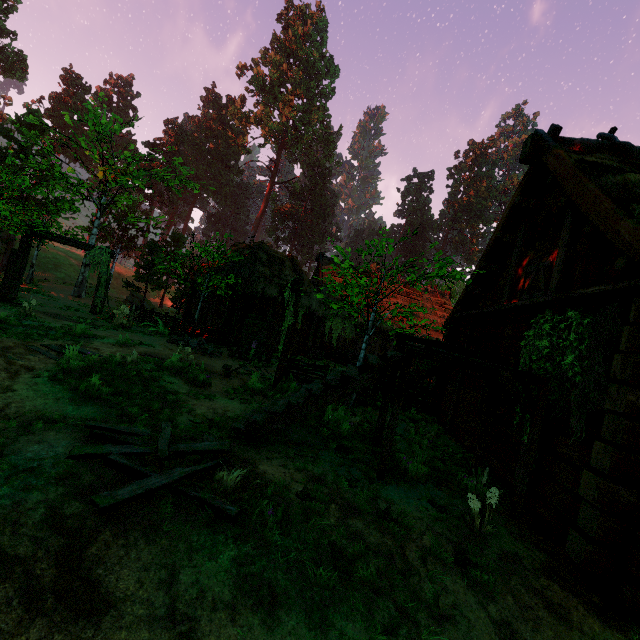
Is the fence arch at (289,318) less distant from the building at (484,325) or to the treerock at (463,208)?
the building at (484,325)

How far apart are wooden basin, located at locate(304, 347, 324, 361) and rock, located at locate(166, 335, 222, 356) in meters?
6.6

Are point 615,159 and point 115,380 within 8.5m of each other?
no

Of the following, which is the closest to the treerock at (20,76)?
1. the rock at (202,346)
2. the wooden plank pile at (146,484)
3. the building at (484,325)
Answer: the building at (484,325)

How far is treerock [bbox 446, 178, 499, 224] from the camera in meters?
57.5 m

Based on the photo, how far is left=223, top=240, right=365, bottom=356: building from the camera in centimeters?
1822cm

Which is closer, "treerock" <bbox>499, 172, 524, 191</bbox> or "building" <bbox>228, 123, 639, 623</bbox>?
"building" <bbox>228, 123, 639, 623</bbox>

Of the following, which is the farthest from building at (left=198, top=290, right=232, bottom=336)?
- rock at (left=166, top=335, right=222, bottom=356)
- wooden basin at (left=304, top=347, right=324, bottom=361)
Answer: rock at (left=166, top=335, right=222, bottom=356)
